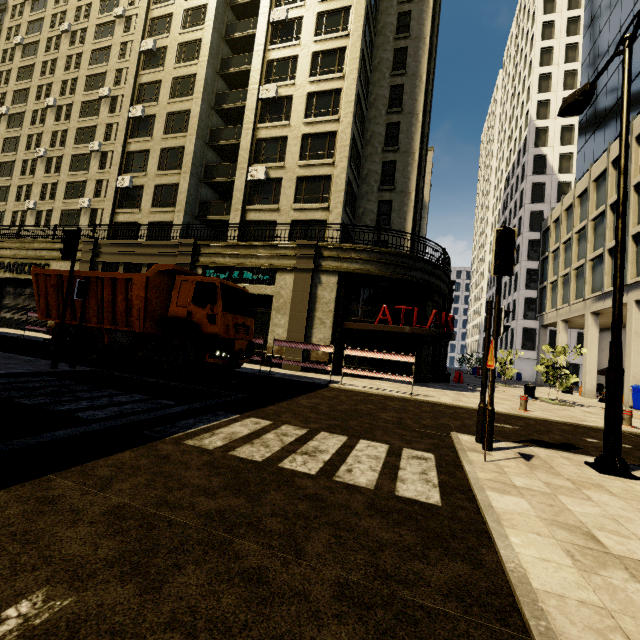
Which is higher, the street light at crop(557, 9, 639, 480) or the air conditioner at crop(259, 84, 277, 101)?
the air conditioner at crop(259, 84, 277, 101)

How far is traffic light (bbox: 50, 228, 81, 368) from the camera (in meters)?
8.79

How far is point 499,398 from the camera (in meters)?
14.88

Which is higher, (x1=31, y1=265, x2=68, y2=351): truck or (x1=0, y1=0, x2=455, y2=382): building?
(x1=0, y1=0, x2=455, y2=382): building

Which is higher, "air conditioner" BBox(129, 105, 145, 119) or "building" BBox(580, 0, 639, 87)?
"building" BBox(580, 0, 639, 87)

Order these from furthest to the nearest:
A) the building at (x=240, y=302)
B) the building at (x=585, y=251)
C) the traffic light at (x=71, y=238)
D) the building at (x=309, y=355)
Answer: the building at (x=585, y=251) → the building at (x=240, y=302) → the building at (x=309, y=355) → the traffic light at (x=71, y=238)

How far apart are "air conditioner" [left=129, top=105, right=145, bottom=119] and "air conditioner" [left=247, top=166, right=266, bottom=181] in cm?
1193

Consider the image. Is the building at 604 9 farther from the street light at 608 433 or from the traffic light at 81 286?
the street light at 608 433
